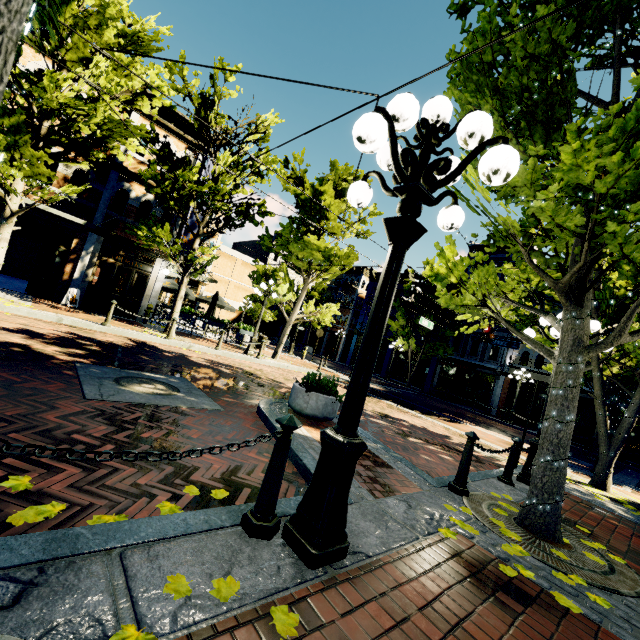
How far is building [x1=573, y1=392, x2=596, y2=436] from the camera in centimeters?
2069cm

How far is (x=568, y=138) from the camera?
2.9m

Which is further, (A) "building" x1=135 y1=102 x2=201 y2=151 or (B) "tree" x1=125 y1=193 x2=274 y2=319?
(A) "building" x1=135 y1=102 x2=201 y2=151

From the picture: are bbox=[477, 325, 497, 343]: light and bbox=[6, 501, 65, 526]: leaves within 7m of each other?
no

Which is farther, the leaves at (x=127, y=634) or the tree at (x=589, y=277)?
the tree at (x=589, y=277)

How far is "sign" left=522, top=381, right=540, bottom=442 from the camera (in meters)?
7.35

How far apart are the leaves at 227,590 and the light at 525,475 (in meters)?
6.45

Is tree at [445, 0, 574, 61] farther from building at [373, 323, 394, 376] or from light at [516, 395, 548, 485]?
light at [516, 395, 548, 485]
